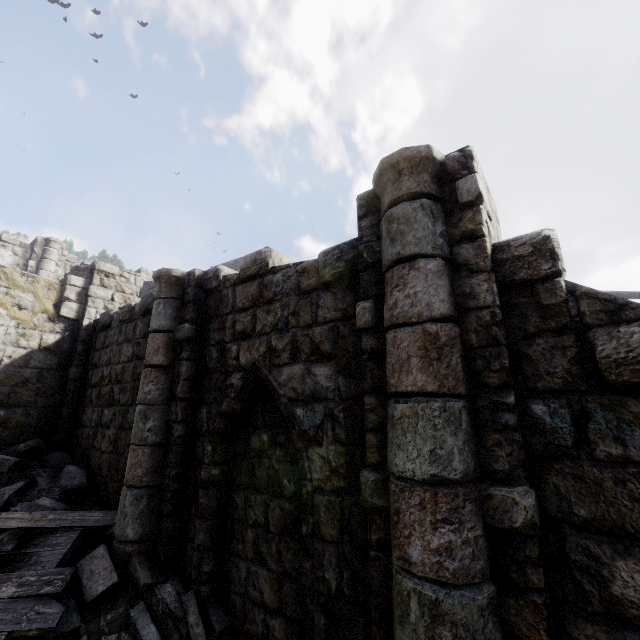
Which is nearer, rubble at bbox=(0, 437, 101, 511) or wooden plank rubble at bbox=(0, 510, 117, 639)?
wooden plank rubble at bbox=(0, 510, 117, 639)

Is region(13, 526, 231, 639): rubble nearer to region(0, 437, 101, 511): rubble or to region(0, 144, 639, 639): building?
region(0, 144, 639, 639): building

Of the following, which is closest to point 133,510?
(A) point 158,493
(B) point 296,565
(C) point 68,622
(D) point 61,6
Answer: (A) point 158,493

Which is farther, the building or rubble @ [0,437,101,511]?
rubble @ [0,437,101,511]

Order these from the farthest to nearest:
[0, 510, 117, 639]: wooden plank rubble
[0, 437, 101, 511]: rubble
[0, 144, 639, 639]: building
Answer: [0, 437, 101, 511]: rubble
[0, 510, 117, 639]: wooden plank rubble
[0, 144, 639, 639]: building

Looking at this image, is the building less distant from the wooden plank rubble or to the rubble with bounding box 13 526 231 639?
the rubble with bounding box 13 526 231 639

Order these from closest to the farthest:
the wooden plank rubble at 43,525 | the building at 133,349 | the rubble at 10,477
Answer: the building at 133,349, the wooden plank rubble at 43,525, the rubble at 10,477

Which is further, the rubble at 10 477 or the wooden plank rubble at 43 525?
the rubble at 10 477
